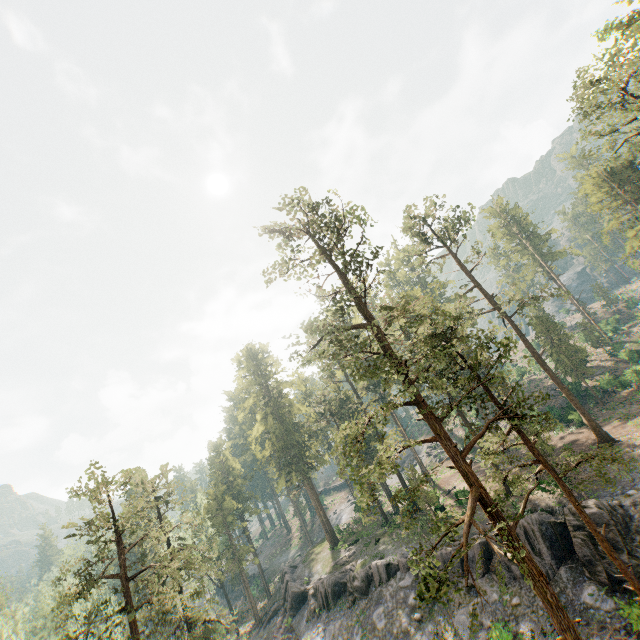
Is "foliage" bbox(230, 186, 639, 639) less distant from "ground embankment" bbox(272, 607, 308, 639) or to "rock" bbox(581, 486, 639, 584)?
"rock" bbox(581, 486, 639, 584)

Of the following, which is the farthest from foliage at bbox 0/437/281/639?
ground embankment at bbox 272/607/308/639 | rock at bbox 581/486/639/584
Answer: ground embankment at bbox 272/607/308/639

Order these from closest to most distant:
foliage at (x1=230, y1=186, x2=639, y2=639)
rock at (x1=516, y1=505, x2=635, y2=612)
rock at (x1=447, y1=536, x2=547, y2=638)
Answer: foliage at (x1=230, y1=186, x2=639, y2=639), rock at (x1=516, y1=505, x2=635, y2=612), rock at (x1=447, y1=536, x2=547, y2=638)

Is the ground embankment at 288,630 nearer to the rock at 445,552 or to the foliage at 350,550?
the rock at 445,552

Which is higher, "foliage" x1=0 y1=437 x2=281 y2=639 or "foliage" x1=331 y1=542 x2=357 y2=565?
"foliage" x1=0 y1=437 x2=281 y2=639

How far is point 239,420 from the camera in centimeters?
4762cm

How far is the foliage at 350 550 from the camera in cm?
3806

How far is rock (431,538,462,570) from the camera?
27.47m
